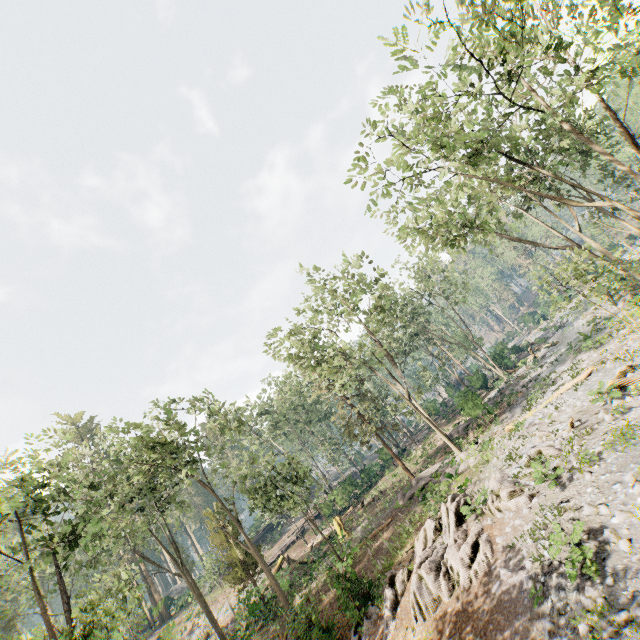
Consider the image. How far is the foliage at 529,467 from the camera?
13.0 meters

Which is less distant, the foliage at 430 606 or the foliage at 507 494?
the foliage at 430 606

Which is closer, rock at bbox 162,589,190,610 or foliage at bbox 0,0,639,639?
foliage at bbox 0,0,639,639

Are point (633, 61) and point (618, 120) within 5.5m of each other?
yes

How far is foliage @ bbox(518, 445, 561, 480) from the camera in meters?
13.0 m

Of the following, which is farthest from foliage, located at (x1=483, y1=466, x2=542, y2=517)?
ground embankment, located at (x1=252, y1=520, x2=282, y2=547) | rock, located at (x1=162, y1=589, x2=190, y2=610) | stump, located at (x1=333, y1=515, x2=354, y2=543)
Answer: stump, located at (x1=333, y1=515, x2=354, y2=543)

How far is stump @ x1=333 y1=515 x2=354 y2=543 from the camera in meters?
28.0 m

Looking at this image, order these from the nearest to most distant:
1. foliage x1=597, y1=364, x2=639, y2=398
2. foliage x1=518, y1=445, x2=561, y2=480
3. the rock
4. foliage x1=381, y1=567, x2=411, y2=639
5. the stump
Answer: foliage x1=518, y1=445, x2=561, y2=480 < foliage x1=381, y1=567, x2=411, y2=639 < foliage x1=597, y1=364, x2=639, y2=398 < the stump < the rock
